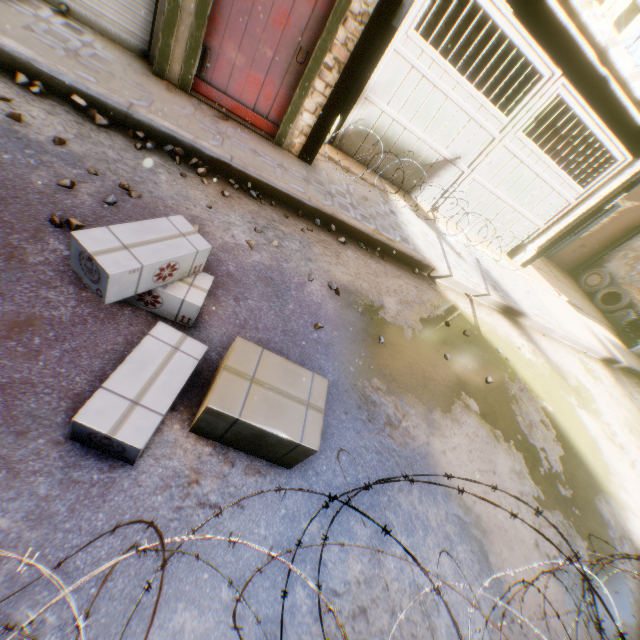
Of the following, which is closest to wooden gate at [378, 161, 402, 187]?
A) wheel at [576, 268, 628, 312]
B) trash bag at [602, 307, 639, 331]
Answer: wheel at [576, 268, 628, 312]

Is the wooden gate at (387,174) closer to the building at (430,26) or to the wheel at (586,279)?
the building at (430,26)

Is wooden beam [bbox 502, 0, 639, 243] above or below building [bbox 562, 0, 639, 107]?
below

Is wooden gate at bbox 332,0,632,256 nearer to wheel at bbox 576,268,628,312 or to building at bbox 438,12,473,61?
building at bbox 438,12,473,61

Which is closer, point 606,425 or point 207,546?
point 207,546

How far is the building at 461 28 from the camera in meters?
9.3 m

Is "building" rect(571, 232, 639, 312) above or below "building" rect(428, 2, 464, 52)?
below

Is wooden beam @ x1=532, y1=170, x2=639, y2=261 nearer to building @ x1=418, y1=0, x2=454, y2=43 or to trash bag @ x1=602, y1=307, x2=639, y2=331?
building @ x1=418, y1=0, x2=454, y2=43
